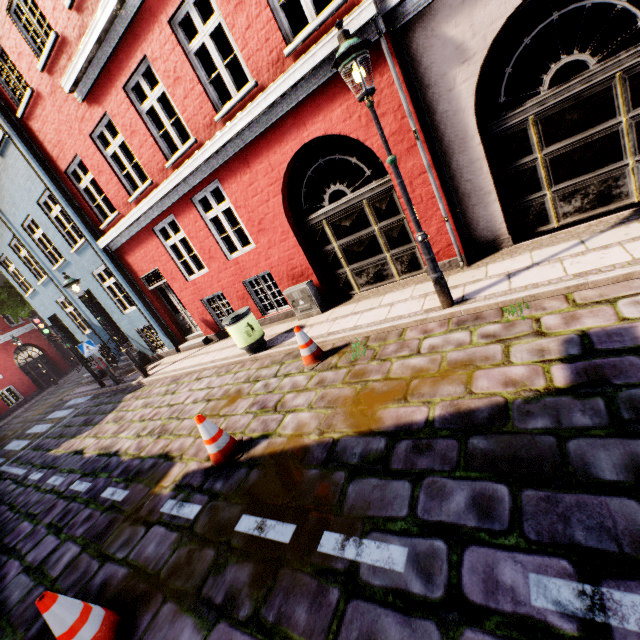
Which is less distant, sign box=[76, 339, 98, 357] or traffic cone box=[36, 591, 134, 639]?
traffic cone box=[36, 591, 134, 639]

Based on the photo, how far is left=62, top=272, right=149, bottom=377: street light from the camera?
9.6 meters

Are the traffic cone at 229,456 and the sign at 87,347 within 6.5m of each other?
no

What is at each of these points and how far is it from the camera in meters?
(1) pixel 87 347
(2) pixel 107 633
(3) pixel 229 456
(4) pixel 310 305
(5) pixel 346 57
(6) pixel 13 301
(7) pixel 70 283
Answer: (1) sign, 11.2 m
(2) traffic cone, 2.8 m
(3) traffic cone, 4.4 m
(4) electrical box, 7.8 m
(5) street light, 3.8 m
(6) tree, 15.9 m
(7) street light, 9.5 m

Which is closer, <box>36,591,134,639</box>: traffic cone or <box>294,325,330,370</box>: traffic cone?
<box>36,591,134,639</box>: traffic cone

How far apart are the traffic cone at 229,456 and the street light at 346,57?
3.66m

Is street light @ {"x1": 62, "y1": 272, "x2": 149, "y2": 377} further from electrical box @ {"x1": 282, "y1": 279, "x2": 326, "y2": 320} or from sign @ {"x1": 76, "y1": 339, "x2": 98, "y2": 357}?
electrical box @ {"x1": 282, "y1": 279, "x2": 326, "y2": 320}

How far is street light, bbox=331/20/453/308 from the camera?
3.8 meters
